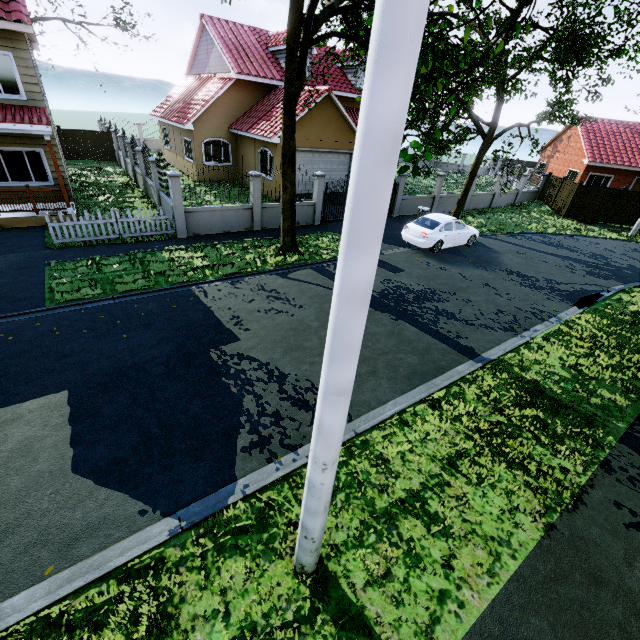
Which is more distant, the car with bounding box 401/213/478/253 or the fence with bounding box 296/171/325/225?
the fence with bounding box 296/171/325/225

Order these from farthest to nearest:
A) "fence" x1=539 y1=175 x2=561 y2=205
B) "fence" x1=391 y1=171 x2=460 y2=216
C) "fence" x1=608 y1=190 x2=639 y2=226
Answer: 1. "fence" x1=539 y1=175 x2=561 y2=205
2. "fence" x1=608 y1=190 x2=639 y2=226
3. "fence" x1=391 y1=171 x2=460 y2=216

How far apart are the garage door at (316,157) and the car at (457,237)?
7.67m

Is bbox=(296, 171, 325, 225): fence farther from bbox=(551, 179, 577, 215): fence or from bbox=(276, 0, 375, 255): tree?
bbox=(276, 0, 375, 255): tree

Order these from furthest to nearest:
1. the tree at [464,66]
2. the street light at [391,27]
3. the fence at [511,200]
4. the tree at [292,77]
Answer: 1. the fence at [511,200]
2. the tree at [292,77]
3. the tree at [464,66]
4. the street light at [391,27]

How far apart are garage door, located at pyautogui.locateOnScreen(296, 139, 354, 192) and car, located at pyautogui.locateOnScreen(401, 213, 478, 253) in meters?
7.7 m

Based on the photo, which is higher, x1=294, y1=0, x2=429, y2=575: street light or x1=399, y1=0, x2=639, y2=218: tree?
x1=399, y1=0, x2=639, y2=218: tree

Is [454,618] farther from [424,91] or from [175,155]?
[175,155]
